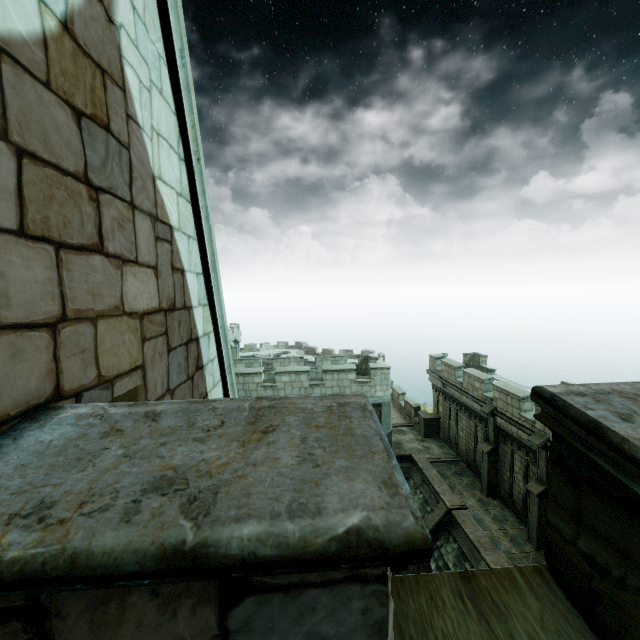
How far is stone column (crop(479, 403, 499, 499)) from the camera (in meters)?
16.49

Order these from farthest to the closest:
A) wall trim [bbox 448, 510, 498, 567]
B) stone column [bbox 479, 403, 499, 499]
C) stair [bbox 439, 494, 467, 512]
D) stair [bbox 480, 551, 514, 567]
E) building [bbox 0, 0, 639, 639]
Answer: stone column [bbox 479, 403, 499, 499] → stair [bbox 439, 494, 467, 512] → wall trim [bbox 448, 510, 498, 567] → stair [bbox 480, 551, 514, 567] → building [bbox 0, 0, 639, 639]

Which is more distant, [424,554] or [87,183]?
[87,183]

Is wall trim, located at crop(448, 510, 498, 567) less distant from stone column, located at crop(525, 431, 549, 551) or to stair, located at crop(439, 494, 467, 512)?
stair, located at crop(439, 494, 467, 512)

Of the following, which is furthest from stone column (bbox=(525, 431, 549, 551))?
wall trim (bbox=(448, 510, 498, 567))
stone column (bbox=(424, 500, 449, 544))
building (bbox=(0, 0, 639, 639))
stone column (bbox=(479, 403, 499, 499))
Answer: building (bbox=(0, 0, 639, 639))

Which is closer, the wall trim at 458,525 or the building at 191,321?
the building at 191,321

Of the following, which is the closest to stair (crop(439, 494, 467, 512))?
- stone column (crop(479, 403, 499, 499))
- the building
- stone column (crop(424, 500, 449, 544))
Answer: stone column (crop(424, 500, 449, 544))

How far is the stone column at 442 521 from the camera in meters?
14.9
